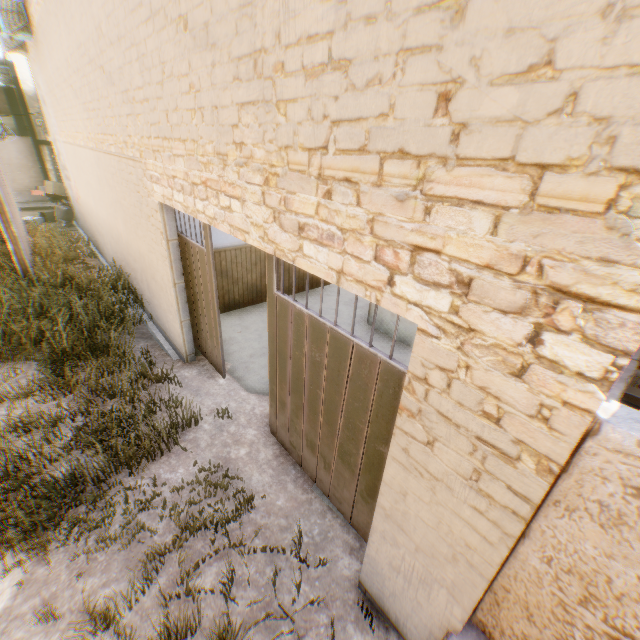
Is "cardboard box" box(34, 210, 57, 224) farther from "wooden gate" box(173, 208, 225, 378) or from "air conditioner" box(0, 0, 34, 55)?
"wooden gate" box(173, 208, 225, 378)

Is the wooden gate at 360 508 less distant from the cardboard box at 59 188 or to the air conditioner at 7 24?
the air conditioner at 7 24

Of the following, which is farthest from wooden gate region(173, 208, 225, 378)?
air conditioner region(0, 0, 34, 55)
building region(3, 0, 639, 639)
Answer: air conditioner region(0, 0, 34, 55)

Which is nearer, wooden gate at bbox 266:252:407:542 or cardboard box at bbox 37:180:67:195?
wooden gate at bbox 266:252:407:542

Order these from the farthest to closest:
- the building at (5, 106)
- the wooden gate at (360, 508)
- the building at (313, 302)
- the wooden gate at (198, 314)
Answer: the building at (5, 106) → the building at (313, 302) → the wooden gate at (198, 314) → the wooden gate at (360, 508)

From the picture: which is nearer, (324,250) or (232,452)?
(324,250)

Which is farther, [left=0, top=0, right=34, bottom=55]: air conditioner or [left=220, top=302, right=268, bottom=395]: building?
[left=0, top=0, right=34, bottom=55]: air conditioner

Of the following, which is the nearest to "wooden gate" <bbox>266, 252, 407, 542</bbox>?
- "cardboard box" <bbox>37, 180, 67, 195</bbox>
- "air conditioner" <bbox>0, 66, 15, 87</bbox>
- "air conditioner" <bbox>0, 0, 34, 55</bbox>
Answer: "air conditioner" <bbox>0, 0, 34, 55</bbox>
